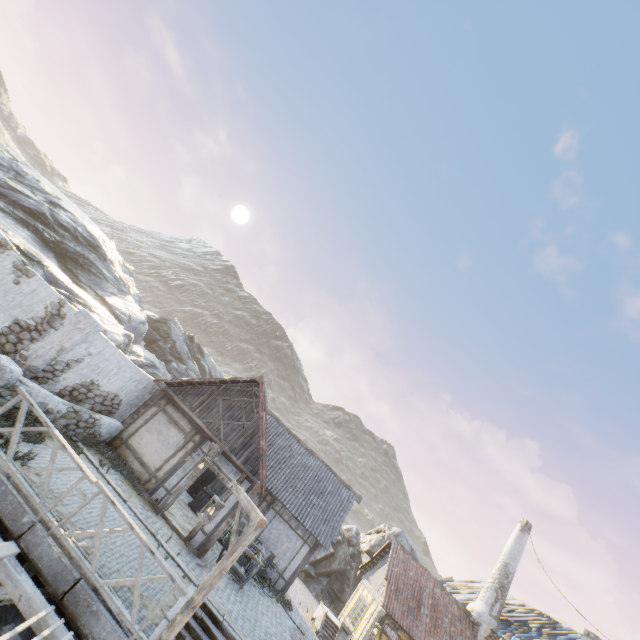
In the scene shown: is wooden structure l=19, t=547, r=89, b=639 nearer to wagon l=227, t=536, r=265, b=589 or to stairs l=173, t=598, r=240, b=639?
stairs l=173, t=598, r=240, b=639

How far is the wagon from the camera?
12.4 meters

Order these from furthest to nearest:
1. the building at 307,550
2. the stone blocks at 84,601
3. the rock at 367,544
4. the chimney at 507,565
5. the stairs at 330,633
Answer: the rock at 367,544 < the chimney at 507,565 < the stairs at 330,633 < the building at 307,550 < the stone blocks at 84,601

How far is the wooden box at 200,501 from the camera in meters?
15.4 m

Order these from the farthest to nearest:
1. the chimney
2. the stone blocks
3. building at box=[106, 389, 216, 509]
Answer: the chimney, building at box=[106, 389, 216, 509], the stone blocks

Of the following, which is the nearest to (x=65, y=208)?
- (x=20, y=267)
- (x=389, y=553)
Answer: (x=20, y=267)

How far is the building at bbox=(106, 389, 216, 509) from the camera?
Result: 12.2m

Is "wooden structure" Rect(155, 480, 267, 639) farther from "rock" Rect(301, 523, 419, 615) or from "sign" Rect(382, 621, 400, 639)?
"sign" Rect(382, 621, 400, 639)
